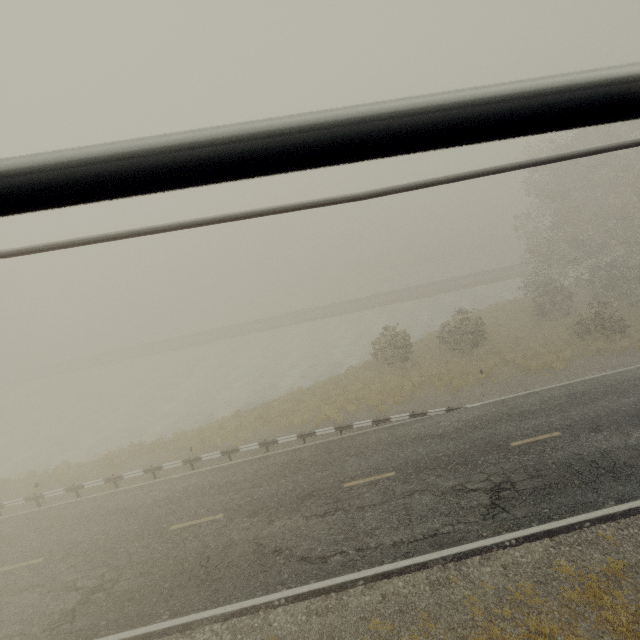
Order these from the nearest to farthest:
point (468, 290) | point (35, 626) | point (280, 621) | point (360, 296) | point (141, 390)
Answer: point (280, 621) → point (35, 626) → point (141, 390) → point (468, 290) → point (360, 296)
